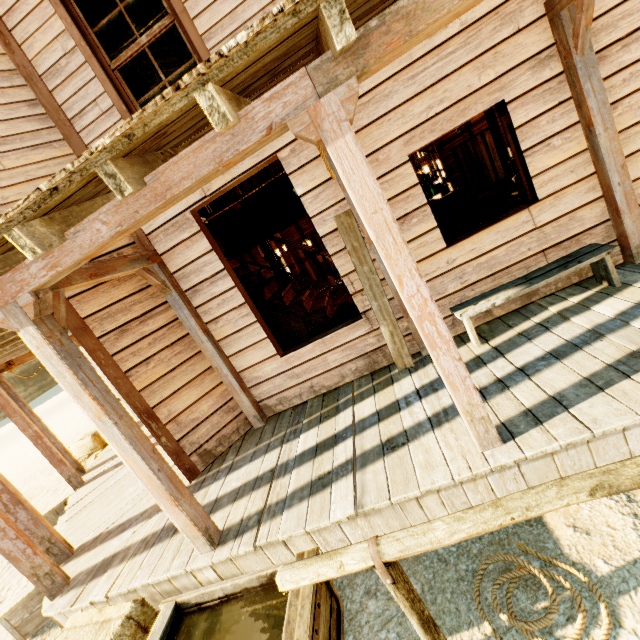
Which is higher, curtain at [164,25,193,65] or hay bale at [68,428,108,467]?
curtain at [164,25,193,65]

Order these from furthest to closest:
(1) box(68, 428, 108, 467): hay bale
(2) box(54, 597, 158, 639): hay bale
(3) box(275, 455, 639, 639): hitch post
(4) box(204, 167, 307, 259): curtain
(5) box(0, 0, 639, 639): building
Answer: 1. (1) box(68, 428, 108, 467): hay bale
2. (4) box(204, 167, 307, 259): curtain
3. (2) box(54, 597, 158, 639): hay bale
4. (5) box(0, 0, 639, 639): building
5. (3) box(275, 455, 639, 639): hitch post

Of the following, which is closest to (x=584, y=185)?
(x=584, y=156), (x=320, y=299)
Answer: (x=584, y=156)

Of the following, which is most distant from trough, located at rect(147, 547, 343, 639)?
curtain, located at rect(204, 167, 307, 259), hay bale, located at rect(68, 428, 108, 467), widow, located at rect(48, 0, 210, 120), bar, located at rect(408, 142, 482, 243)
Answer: bar, located at rect(408, 142, 482, 243)

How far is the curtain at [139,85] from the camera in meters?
3.7 m

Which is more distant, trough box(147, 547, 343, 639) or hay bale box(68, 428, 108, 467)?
hay bale box(68, 428, 108, 467)

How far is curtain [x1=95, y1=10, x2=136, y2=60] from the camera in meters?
3.6

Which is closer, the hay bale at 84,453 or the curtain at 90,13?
the curtain at 90,13
